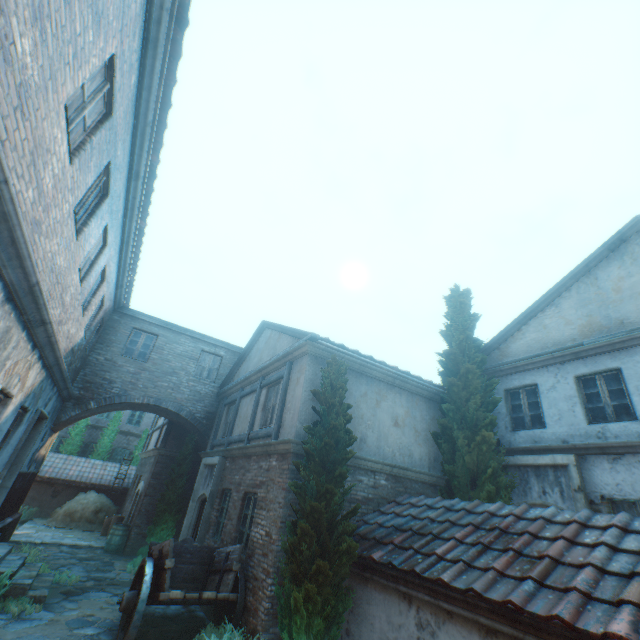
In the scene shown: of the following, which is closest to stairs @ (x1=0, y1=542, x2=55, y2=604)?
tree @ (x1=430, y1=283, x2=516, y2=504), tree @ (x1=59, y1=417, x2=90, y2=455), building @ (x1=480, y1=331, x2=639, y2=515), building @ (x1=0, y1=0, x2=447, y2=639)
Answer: building @ (x1=0, y1=0, x2=447, y2=639)

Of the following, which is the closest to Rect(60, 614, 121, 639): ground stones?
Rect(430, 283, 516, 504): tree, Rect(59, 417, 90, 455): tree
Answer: Rect(430, 283, 516, 504): tree

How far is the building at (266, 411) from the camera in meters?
9.3

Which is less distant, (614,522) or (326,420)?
(614,522)

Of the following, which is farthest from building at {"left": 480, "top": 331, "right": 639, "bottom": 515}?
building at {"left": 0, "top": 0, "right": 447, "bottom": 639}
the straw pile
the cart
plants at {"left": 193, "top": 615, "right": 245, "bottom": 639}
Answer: the straw pile

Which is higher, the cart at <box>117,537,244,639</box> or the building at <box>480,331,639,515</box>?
the building at <box>480,331,639,515</box>

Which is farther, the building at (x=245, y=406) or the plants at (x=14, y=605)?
the building at (x=245, y=406)

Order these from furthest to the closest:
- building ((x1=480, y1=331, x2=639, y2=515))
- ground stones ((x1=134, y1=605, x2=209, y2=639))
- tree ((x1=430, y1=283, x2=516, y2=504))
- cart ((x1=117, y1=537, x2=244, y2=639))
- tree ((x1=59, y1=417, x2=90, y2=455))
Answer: tree ((x1=59, y1=417, x2=90, y2=455)) → tree ((x1=430, y1=283, x2=516, y2=504)) → building ((x1=480, y1=331, x2=639, y2=515)) → ground stones ((x1=134, y1=605, x2=209, y2=639)) → cart ((x1=117, y1=537, x2=244, y2=639))
